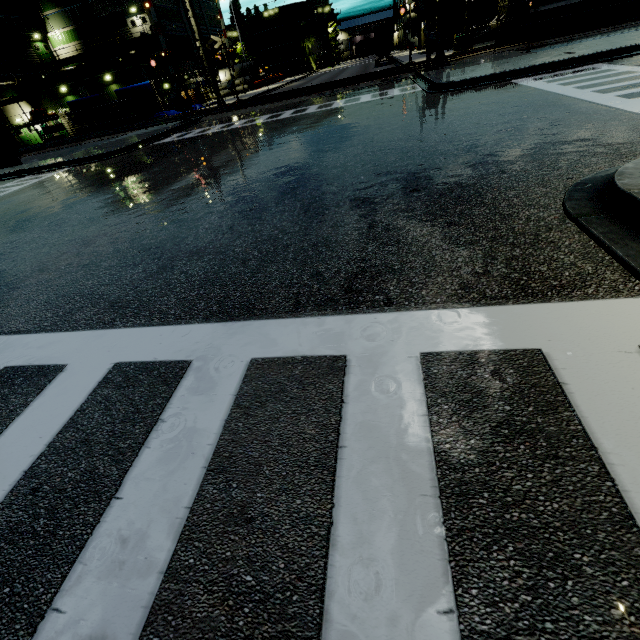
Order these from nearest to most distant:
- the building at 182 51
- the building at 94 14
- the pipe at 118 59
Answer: the pipe at 118 59, the building at 94 14, the building at 182 51

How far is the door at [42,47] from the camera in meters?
41.0 m

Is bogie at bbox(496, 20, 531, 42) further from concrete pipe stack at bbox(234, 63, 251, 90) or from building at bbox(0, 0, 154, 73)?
concrete pipe stack at bbox(234, 63, 251, 90)

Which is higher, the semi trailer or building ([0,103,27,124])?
building ([0,103,27,124])

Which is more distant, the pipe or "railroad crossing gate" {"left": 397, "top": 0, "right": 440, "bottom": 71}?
the pipe

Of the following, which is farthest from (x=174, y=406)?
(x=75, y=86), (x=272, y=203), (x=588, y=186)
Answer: (x=75, y=86)

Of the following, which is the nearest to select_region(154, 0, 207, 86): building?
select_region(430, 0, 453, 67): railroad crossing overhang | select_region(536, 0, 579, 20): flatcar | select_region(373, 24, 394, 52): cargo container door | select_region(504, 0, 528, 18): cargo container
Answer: select_region(504, 0, 528, 18): cargo container

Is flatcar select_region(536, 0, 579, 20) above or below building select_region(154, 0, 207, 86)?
below
